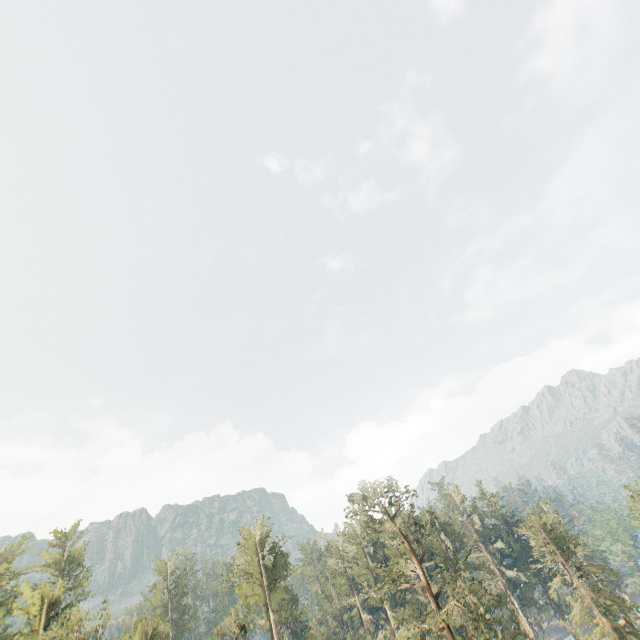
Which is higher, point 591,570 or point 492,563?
point 492,563

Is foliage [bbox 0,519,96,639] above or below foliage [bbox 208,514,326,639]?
above

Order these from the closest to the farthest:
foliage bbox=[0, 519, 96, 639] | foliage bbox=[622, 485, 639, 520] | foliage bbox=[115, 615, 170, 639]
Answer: foliage bbox=[0, 519, 96, 639]
foliage bbox=[115, 615, 170, 639]
foliage bbox=[622, 485, 639, 520]

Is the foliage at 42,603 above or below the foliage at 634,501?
above

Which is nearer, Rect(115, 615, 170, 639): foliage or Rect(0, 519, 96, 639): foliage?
Rect(0, 519, 96, 639): foliage
